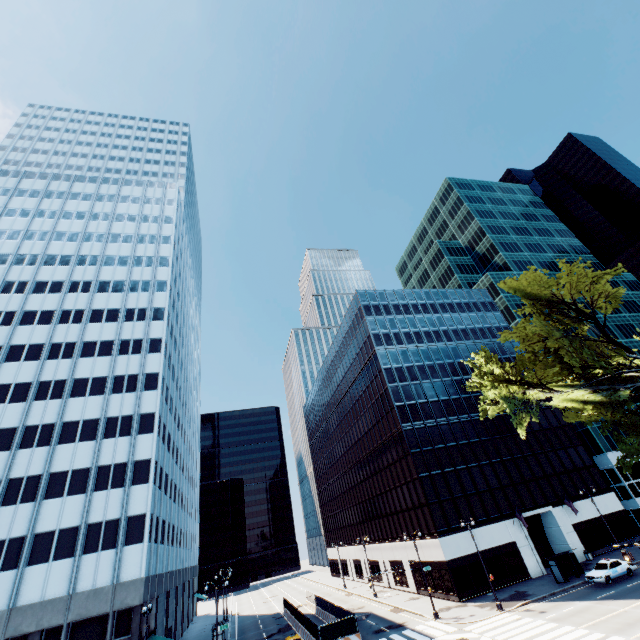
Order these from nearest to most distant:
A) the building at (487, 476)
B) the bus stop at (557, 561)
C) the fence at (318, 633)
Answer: the fence at (318, 633)
the bus stop at (557, 561)
the building at (487, 476)

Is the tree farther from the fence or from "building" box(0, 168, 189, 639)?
"building" box(0, 168, 189, 639)

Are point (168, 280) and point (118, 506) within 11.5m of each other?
no

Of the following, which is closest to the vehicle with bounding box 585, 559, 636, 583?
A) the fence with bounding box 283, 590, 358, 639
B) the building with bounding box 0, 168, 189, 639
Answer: the fence with bounding box 283, 590, 358, 639

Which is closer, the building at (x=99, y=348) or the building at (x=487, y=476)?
the building at (x=99, y=348)

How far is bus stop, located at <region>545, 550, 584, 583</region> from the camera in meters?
33.8 m

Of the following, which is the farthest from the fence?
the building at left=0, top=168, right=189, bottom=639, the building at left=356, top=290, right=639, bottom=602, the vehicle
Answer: the vehicle

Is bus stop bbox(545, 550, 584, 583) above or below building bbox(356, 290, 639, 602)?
below
